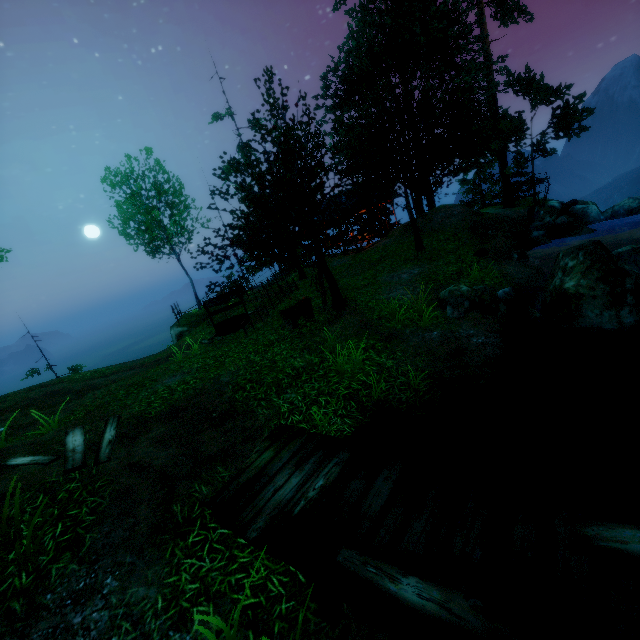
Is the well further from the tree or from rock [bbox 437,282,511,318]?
rock [bbox 437,282,511,318]

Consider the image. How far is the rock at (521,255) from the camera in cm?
1281

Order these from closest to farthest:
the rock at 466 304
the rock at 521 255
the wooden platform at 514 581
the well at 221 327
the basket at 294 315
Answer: the wooden platform at 514 581
the rock at 466 304
the basket at 294 315
the rock at 521 255
the well at 221 327

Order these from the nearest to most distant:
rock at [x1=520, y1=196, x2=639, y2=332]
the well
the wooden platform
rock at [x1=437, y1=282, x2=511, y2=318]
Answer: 1. the wooden platform
2. rock at [x1=520, y1=196, x2=639, y2=332]
3. rock at [x1=437, y1=282, x2=511, y2=318]
4. the well

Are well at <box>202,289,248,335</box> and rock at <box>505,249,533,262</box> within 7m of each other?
no

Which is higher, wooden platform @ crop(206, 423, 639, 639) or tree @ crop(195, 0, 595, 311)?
tree @ crop(195, 0, 595, 311)

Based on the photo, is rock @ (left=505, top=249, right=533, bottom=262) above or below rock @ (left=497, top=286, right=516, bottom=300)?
above

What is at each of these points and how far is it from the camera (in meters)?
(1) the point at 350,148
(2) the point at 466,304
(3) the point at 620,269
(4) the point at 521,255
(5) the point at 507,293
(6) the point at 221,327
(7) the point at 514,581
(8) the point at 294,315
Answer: (1) tree, 10.89
(2) rock, 8.62
(3) rock, 6.28
(4) rock, 12.84
(5) rock, 9.52
(6) well, 13.97
(7) wooden platform, 2.50
(8) basket, 10.66
